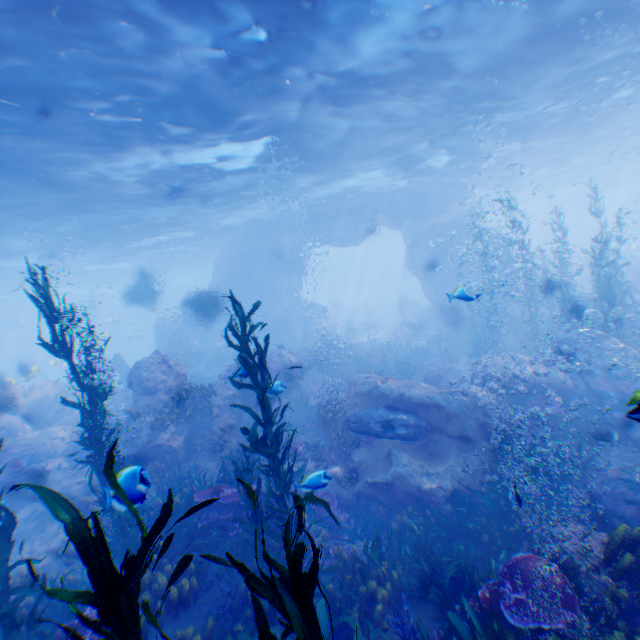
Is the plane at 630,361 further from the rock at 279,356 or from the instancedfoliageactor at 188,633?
the instancedfoliageactor at 188,633

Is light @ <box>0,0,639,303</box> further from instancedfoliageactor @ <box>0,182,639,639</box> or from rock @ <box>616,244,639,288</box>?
instancedfoliageactor @ <box>0,182,639,639</box>

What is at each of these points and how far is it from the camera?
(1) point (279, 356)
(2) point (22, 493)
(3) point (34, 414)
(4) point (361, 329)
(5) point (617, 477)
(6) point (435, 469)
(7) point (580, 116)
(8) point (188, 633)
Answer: (1) rock, 16.53m
(2) rock, 11.55m
(3) rock, 15.88m
(4) plane, 38.25m
(5) plane, 6.60m
(6) rock, 8.94m
(7) light, 18.62m
(8) instancedfoliageactor, 5.59m

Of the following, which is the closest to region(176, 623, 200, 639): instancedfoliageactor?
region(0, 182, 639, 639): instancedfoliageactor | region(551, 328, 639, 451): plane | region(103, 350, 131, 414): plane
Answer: region(0, 182, 639, 639): instancedfoliageactor

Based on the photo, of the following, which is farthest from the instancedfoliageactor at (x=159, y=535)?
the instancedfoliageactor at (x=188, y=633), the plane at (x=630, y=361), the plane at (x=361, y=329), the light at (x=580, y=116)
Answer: the plane at (x=361, y=329)

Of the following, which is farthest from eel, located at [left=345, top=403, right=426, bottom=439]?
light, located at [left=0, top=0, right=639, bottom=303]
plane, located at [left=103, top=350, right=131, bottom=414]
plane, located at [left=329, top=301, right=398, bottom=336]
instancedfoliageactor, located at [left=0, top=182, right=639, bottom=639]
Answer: plane, located at [left=329, top=301, right=398, bottom=336]

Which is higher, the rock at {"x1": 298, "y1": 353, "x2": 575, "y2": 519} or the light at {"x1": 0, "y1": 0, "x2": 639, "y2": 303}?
the light at {"x1": 0, "y1": 0, "x2": 639, "y2": 303}
